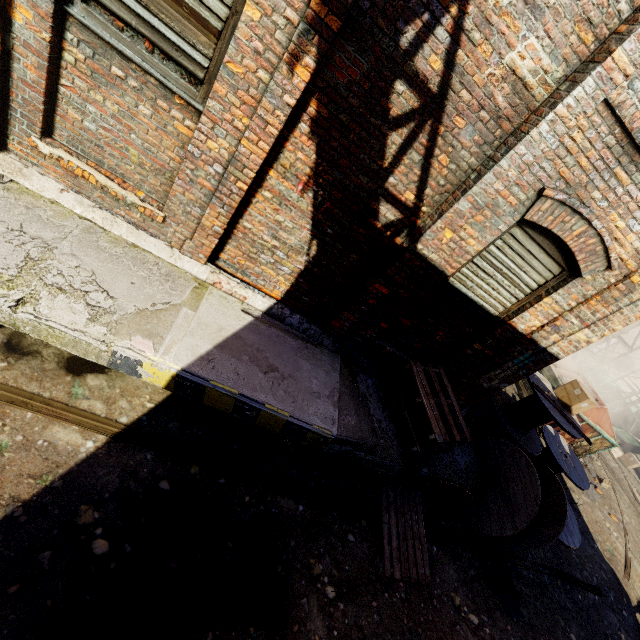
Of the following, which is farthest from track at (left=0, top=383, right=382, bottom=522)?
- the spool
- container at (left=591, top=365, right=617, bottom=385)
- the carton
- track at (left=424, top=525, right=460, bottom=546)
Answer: container at (left=591, top=365, right=617, bottom=385)

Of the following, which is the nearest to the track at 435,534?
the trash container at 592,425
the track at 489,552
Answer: the track at 489,552

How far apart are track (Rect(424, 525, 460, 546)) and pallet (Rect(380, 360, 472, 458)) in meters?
1.2

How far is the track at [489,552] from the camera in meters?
5.4 m

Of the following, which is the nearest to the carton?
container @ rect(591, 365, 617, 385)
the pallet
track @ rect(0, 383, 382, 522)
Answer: the pallet

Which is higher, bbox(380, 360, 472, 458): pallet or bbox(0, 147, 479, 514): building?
bbox(380, 360, 472, 458): pallet

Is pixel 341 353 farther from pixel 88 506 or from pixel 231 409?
pixel 88 506

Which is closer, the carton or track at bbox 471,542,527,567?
track at bbox 471,542,527,567
